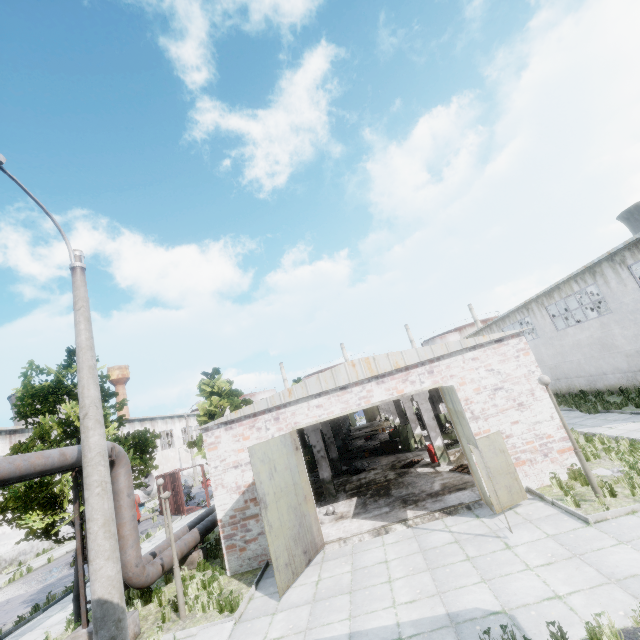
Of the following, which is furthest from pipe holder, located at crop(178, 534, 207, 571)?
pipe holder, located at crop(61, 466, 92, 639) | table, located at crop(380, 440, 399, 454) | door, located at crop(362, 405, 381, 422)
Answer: door, located at crop(362, 405, 381, 422)

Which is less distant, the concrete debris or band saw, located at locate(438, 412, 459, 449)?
the concrete debris

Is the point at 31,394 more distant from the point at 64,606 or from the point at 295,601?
the point at 295,601

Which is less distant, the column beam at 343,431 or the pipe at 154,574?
the pipe at 154,574

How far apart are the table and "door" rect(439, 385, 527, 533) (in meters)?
12.18

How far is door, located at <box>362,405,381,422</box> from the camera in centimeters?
5703cm

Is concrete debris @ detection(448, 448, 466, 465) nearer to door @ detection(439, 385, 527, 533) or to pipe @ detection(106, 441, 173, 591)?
door @ detection(439, 385, 527, 533)

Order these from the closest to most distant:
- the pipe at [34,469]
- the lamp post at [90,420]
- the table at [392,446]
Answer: the lamp post at [90,420] < the pipe at [34,469] < the table at [392,446]
